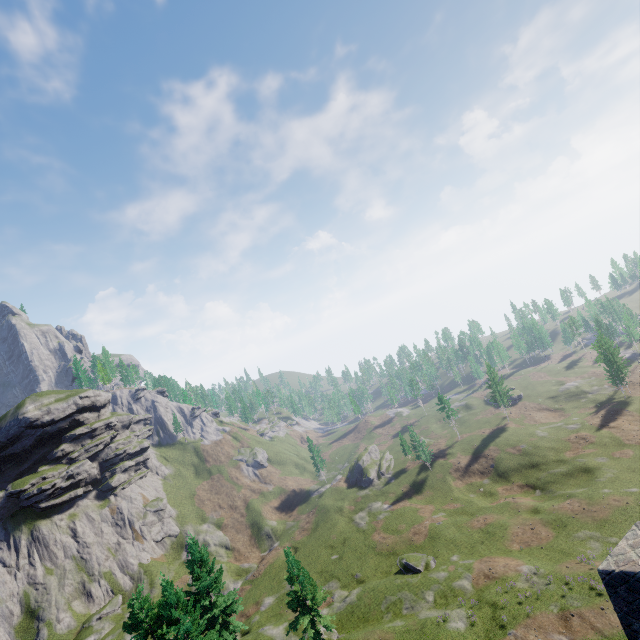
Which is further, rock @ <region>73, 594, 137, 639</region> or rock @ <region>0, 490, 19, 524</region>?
rock @ <region>0, 490, 19, 524</region>

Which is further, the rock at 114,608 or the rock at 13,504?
the rock at 13,504

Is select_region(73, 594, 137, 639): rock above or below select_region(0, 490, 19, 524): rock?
below

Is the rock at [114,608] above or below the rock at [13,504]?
below

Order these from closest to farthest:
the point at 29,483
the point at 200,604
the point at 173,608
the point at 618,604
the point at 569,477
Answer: the point at 618,604
the point at 173,608
the point at 200,604
the point at 569,477
the point at 29,483
